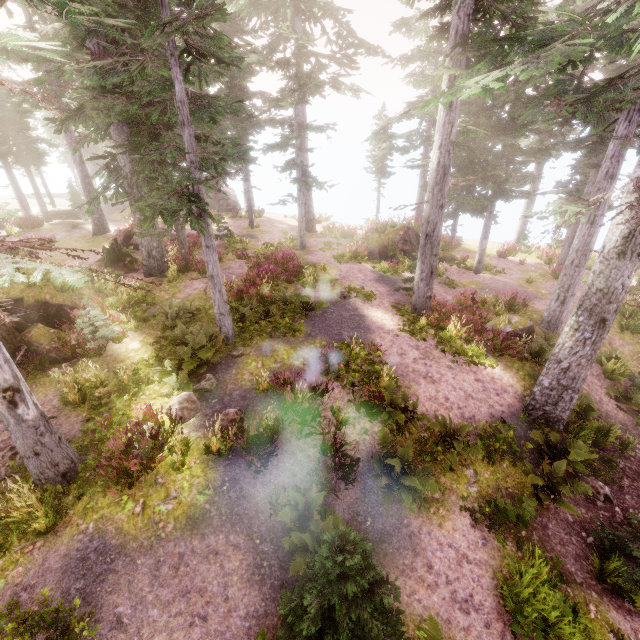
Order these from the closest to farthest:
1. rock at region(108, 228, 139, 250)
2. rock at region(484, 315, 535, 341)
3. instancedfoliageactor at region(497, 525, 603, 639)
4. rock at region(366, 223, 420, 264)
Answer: instancedfoliageactor at region(497, 525, 603, 639) < rock at region(484, 315, 535, 341) < rock at region(108, 228, 139, 250) < rock at region(366, 223, 420, 264)

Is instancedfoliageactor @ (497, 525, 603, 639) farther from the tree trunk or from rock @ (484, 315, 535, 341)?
rock @ (484, 315, 535, 341)

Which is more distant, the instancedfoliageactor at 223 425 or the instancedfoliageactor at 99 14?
the instancedfoliageactor at 223 425

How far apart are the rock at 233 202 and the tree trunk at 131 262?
17.6m

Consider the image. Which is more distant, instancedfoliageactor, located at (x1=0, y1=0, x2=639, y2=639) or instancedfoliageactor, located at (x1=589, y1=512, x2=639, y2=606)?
instancedfoliageactor, located at (x1=589, y1=512, x2=639, y2=606)

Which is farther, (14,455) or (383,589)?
(14,455)

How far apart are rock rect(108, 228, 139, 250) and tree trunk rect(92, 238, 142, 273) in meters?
1.7

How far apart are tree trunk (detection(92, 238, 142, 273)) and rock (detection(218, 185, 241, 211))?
17.6m
